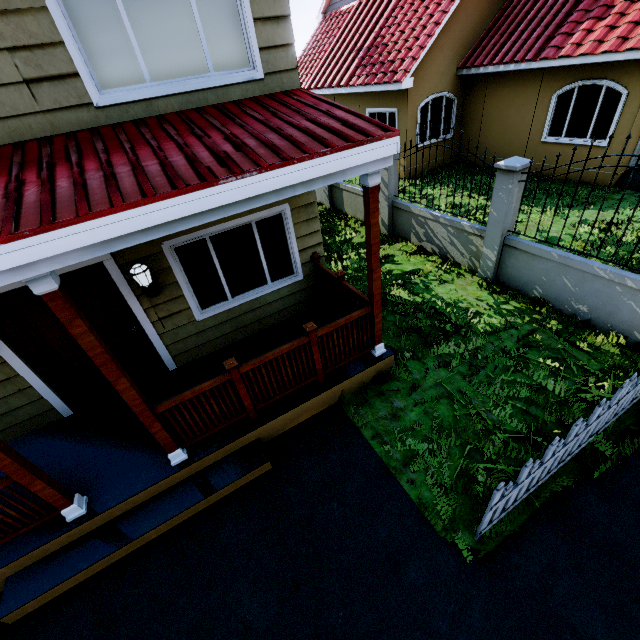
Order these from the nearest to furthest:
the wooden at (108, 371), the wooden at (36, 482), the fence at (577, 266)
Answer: the wooden at (108, 371), the wooden at (36, 482), the fence at (577, 266)

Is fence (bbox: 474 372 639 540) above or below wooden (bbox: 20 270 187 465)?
below

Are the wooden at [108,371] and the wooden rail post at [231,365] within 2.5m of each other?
yes

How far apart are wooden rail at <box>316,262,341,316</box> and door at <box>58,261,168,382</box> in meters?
3.0

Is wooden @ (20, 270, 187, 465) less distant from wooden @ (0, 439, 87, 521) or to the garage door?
wooden @ (0, 439, 87, 521)

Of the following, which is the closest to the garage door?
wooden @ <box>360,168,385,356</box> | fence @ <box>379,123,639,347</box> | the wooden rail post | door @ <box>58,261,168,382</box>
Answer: fence @ <box>379,123,639,347</box>

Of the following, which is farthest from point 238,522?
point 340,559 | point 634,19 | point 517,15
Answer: point 517,15

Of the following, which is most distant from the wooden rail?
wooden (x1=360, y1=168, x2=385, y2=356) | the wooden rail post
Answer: the wooden rail post
